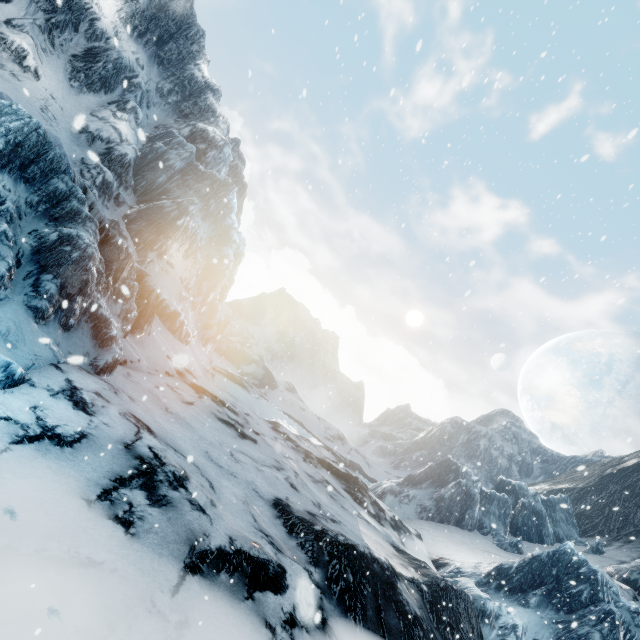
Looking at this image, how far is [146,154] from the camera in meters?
24.1 m
